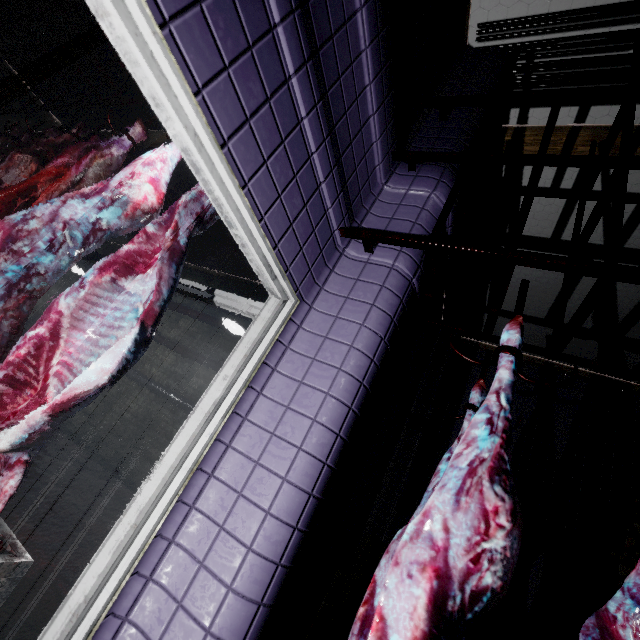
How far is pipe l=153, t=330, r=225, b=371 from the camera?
5.9 meters

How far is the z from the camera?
3.6 meters

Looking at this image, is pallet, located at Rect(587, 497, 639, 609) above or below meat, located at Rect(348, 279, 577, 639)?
→ above

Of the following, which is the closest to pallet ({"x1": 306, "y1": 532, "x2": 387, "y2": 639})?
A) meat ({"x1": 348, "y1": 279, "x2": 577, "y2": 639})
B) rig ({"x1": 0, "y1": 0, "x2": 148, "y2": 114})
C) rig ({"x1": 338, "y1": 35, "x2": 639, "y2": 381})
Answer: meat ({"x1": 348, "y1": 279, "x2": 577, "y2": 639})

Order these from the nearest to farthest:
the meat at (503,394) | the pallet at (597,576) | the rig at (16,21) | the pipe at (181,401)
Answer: the meat at (503,394)
the rig at (16,21)
the pallet at (597,576)
the pipe at (181,401)

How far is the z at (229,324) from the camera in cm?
358

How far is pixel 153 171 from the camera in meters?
1.6

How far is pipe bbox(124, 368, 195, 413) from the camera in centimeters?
555cm
